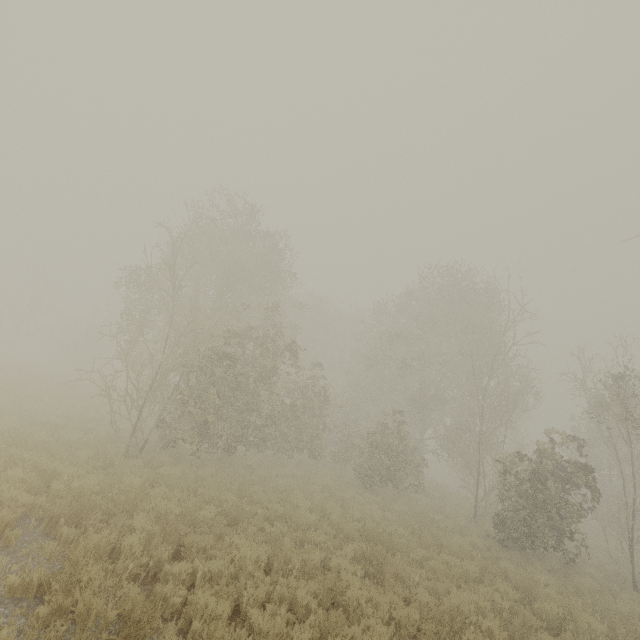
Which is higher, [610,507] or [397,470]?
[610,507]
